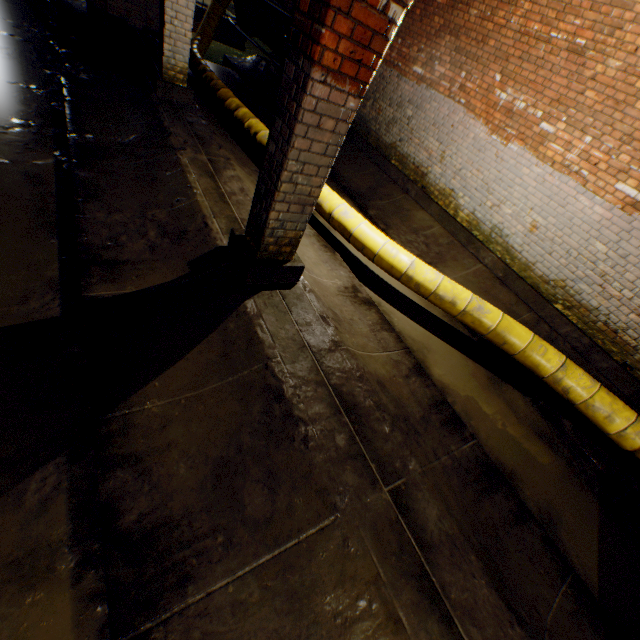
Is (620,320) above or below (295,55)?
below

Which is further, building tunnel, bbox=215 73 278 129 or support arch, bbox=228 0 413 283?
building tunnel, bbox=215 73 278 129

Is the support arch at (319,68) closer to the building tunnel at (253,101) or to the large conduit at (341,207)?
the building tunnel at (253,101)

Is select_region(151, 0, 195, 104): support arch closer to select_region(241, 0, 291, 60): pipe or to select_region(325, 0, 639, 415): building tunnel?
select_region(325, 0, 639, 415): building tunnel

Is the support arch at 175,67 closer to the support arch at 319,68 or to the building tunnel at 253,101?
the building tunnel at 253,101

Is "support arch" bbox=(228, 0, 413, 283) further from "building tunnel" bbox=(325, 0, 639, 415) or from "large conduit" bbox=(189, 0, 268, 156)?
"large conduit" bbox=(189, 0, 268, 156)

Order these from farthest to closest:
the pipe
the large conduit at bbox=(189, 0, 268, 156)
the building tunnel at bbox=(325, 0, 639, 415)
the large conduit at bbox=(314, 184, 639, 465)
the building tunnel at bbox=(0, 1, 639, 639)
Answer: the pipe
the large conduit at bbox=(189, 0, 268, 156)
the building tunnel at bbox=(325, 0, 639, 415)
the large conduit at bbox=(314, 184, 639, 465)
the building tunnel at bbox=(0, 1, 639, 639)
